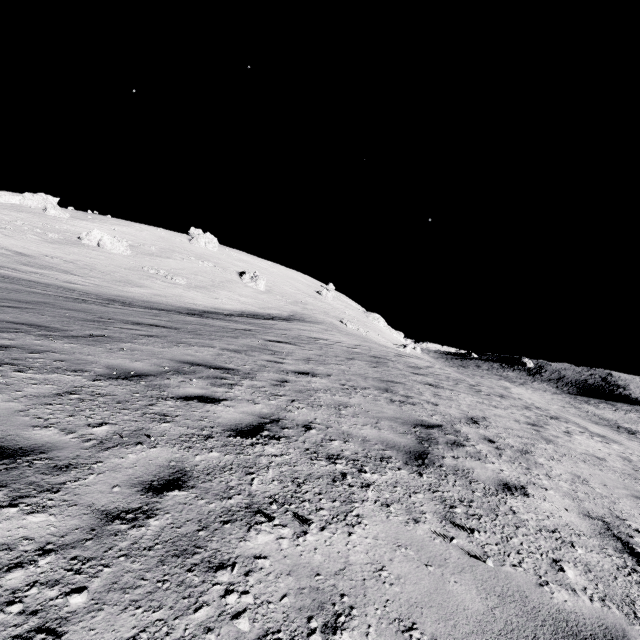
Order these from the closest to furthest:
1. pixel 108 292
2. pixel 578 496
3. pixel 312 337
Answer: pixel 578 496, pixel 312 337, pixel 108 292

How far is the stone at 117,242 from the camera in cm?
4903

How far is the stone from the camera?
49.03m
